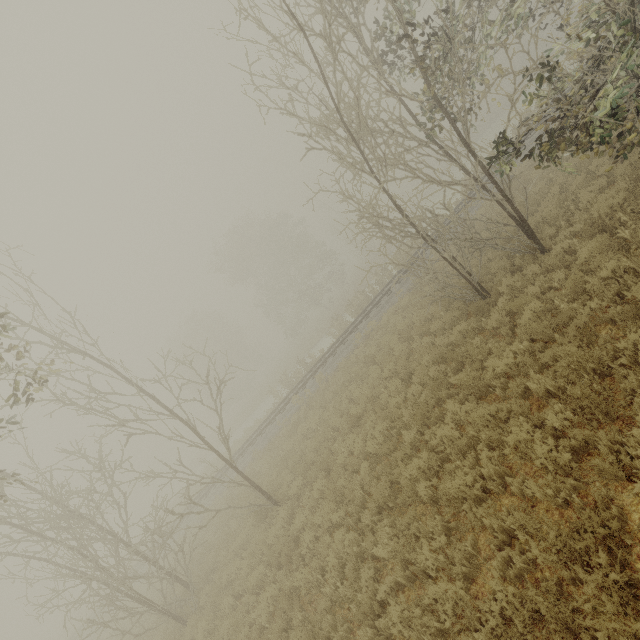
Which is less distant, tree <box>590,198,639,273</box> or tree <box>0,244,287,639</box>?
tree <box>590,198,639,273</box>

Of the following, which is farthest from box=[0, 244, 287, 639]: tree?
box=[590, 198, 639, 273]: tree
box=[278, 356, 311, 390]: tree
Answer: box=[278, 356, 311, 390]: tree

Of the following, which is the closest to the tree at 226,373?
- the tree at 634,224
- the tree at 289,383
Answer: the tree at 634,224

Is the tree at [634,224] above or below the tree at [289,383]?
below

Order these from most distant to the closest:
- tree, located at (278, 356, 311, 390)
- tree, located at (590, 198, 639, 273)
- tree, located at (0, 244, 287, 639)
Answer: tree, located at (278, 356, 311, 390), tree, located at (0, 244, 287, 639), tree, located at (590, 198, 639, 273)

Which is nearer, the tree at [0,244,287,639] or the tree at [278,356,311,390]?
the tree at [0,244,287,639]

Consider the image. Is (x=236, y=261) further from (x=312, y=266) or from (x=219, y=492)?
(x=219, y=492)
